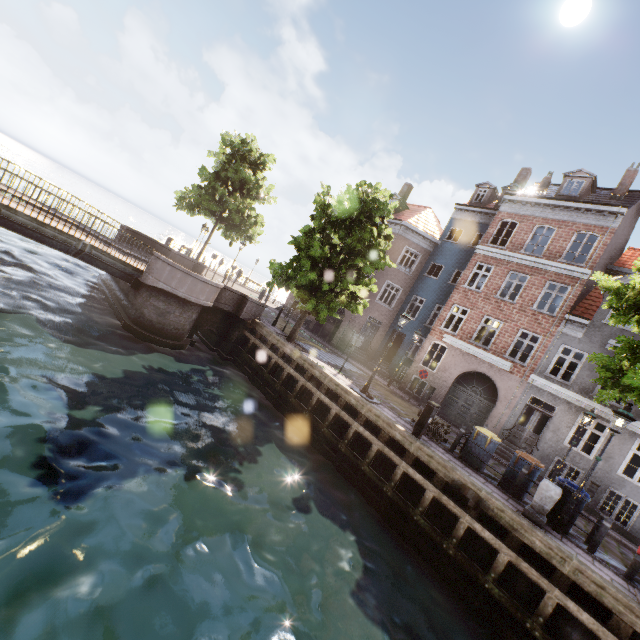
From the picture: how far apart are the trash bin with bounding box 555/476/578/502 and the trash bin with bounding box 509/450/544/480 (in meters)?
0.37

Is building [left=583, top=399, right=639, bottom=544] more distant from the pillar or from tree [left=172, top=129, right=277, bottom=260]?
the pillar

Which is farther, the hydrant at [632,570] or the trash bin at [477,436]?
the trash bin at [477,436]

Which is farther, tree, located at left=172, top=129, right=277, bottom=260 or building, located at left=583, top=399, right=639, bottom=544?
tree, located at left=172, top=129, right=277, bottom=260

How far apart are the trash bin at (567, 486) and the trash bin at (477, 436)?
1.66m

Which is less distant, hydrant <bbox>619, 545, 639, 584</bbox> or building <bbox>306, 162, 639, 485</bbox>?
hydrant <bbox>619, 545, 639, 584</bbox>

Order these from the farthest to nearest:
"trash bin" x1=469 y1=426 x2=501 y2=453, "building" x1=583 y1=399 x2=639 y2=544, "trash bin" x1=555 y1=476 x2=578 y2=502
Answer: "building" x1=583 y1=399 x2=639 y2=544 < "trash bin" x1=469 y1=426 x2=501 y2=453 < "trash bin" x1=555 y1=476 x2=578 y2=502

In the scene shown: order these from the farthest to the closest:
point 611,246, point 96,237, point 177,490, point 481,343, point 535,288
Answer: point 481,343 < point 535,288 < point 611,246 < point 96,237 < point 177,490
